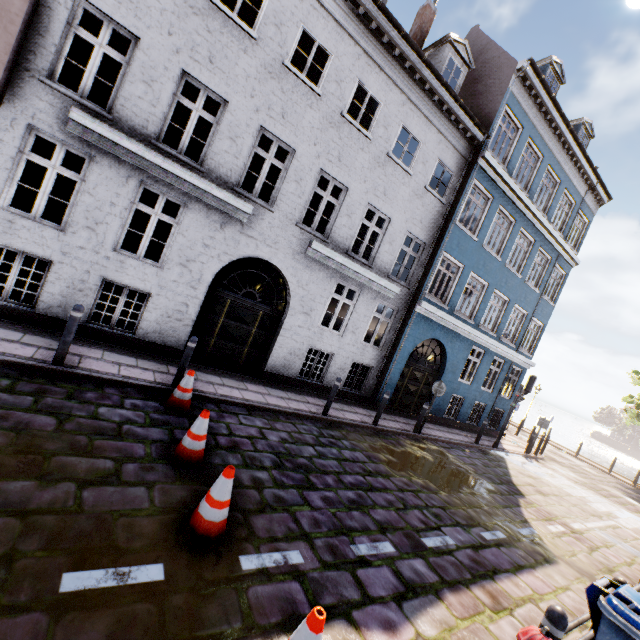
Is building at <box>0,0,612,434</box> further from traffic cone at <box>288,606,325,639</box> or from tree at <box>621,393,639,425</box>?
tree at <box>621,393,639,425</box>

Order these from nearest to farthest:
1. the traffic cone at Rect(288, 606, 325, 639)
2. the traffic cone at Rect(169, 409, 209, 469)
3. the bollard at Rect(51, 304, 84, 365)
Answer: the traffic cone at Rect(288, 606, 325, 639), the traffic cone at Rect(169, 409, 209, 469), the bollard at Rect(51, 304, 84, 365)

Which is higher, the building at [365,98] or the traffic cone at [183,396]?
the building at [365,98]

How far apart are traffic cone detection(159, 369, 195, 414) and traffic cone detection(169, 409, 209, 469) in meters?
1.1 m

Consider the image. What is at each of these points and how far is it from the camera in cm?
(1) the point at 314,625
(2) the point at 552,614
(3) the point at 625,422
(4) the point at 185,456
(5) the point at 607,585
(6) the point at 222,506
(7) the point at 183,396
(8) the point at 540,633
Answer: (1) traffic cone, 224
(2) bollard, 280
(3) tree, 2214
(4) traffic cone, 451
(5) trash bin, 329
(6) traffic cone, 347
(7) traffic cone, 599
(8) hydrant, 228

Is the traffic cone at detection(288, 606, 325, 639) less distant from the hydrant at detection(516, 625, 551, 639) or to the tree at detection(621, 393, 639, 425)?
the hydrant at detection(516, 625, 551, 639)

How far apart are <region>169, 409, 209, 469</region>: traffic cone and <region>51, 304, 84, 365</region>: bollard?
2.7 meters

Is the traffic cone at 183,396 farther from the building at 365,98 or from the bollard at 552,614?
the bollard at 552,614
